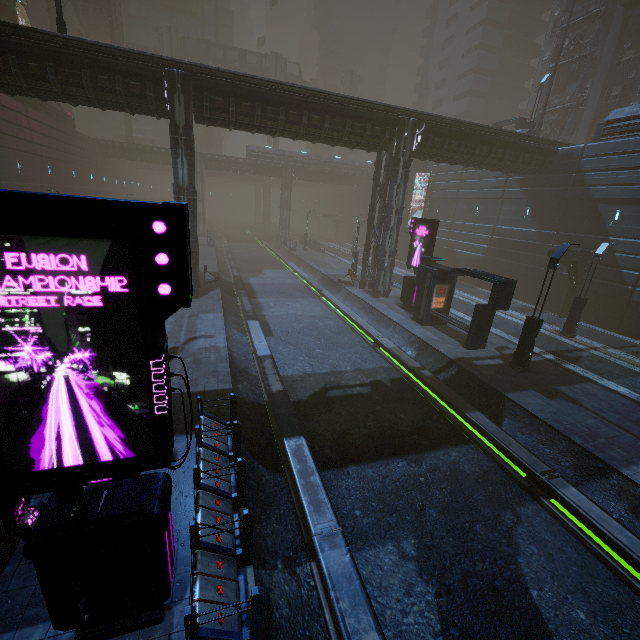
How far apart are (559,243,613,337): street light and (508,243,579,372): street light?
7.3m

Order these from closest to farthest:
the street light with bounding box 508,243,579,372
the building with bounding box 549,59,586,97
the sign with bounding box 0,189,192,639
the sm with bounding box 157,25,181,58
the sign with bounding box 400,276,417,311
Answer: the sign with bounding box 0,189,192,639 → the street light with bounding box 508,243,579,372 → the sign with bounding box 400,276,417,311 → the building with bounding box 549,59,586,97 → the sm with bounding box 157,25,181,58

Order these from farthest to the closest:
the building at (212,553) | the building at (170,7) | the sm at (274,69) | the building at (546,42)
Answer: the building at (170,7)
the sm at (274,69)
the building at (546,42)
the building at (212,553)

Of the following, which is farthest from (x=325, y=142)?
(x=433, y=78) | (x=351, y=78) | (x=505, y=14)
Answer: (x=433, y=78)

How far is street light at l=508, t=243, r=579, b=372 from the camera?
12.8m

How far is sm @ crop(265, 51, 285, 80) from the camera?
54.4m

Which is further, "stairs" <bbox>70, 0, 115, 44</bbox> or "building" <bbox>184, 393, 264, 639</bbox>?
"stairs" <bbox>70, 0, 115, 44</bbox>

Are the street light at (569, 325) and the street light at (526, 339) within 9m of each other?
yes
